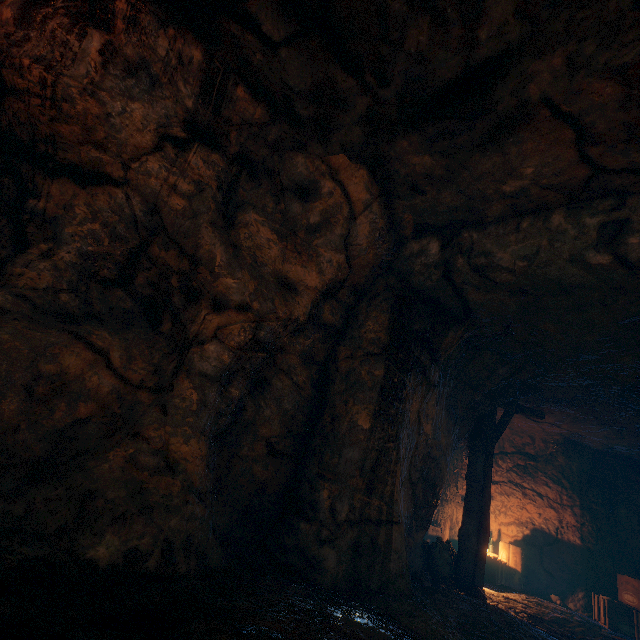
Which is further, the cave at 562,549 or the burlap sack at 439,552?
the burlap sack at 439,552

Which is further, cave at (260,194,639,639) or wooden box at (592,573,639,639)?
wooden box at (592,573,639,639)

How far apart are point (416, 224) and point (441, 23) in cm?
278

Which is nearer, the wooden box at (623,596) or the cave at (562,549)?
the cave at (562,549)

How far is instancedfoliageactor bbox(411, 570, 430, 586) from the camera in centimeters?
584cm

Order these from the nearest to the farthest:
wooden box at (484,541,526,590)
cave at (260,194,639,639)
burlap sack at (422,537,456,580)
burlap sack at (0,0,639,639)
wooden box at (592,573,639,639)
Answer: burlap sack at (0,0,639,639) < cave at (260,194,639,639) < burlap sack at (422,537,456,580) < wooden box at (592,573,639,639) < wooden box at (484,541,526,590)

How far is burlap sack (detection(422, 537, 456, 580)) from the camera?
6.7m

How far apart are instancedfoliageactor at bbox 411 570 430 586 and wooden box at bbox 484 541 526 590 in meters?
4.5
